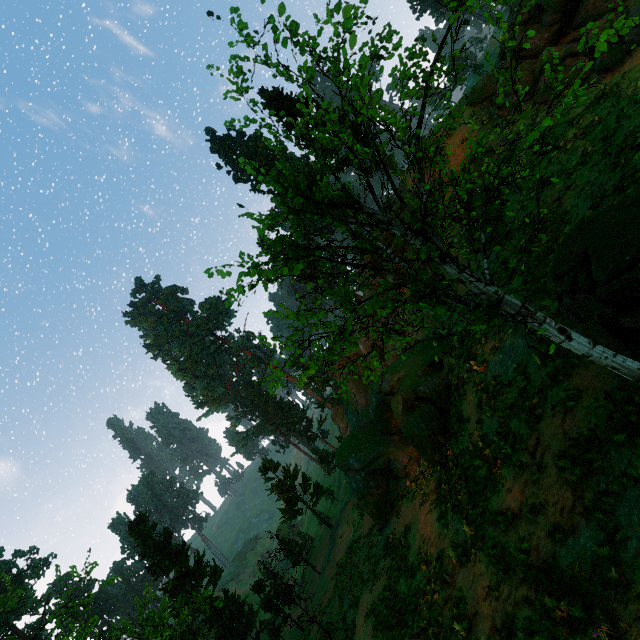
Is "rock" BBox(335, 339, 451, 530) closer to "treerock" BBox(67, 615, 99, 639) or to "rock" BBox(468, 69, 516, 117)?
"treerock" BBox(67, 615, 99, 639)

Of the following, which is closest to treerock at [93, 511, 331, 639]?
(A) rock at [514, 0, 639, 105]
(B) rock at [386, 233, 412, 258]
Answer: (B) rock at [386, 233, 412, 258]

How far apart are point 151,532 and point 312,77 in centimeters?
5361cm

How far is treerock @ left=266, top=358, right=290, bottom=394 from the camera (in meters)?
6.36

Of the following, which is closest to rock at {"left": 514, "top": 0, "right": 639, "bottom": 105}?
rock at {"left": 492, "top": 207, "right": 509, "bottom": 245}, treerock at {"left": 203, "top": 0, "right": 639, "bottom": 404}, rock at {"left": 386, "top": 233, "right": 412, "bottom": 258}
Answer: rock at {"left": 492, "top": 207, "right": 509, "bottom": 245}

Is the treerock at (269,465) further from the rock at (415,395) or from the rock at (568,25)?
the rock at (568,25)

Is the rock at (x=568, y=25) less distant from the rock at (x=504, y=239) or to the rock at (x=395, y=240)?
the rock at (x=504, y=239)

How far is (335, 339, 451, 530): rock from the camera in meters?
18.0 m
